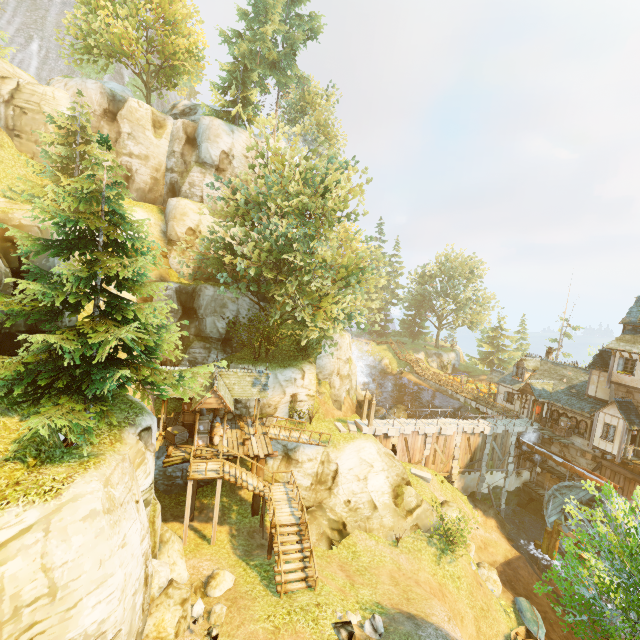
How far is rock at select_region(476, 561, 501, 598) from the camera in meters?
20.2

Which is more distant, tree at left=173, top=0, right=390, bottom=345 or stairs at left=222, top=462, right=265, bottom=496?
tree at left=173, top=0, right=390, bottom=345

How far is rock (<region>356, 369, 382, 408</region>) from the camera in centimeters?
3647cm

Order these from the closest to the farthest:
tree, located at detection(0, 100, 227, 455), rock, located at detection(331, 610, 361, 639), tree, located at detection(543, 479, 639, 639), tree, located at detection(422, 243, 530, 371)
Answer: tree, located at detection(543, 479, 639, 639)
tree, located at detection(0, 100, 227, 455)
rock, located at detection(331, 610, 361, 639)
tree, located at detection(422, 243, 530, 371)

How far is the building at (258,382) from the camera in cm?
1878

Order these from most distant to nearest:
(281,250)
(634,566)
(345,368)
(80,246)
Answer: (345,368)
(281,250)
(80,246)
(634,566)

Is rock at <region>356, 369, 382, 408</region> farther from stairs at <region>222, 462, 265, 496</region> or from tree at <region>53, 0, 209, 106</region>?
stairs at <region>222, 462, 265, 496</region>

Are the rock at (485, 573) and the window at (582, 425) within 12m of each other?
no
